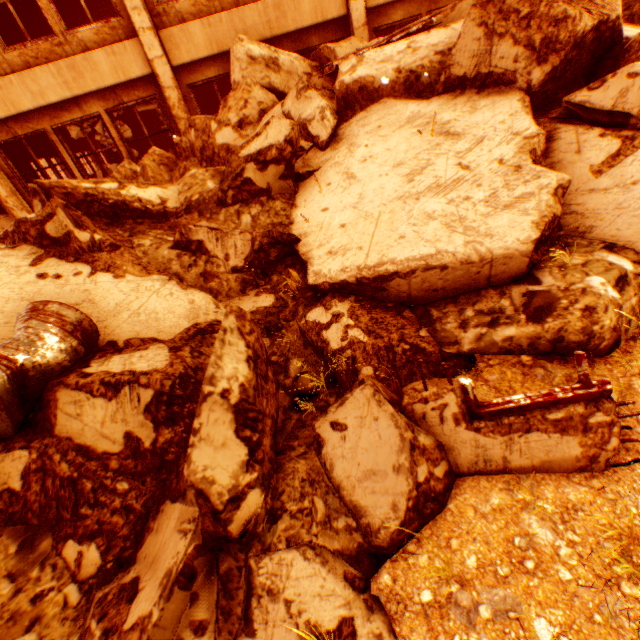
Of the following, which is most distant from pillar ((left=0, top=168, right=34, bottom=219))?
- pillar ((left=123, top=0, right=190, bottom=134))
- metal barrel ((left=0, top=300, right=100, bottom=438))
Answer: metal barrel ((left=0, top=300, right=100, bottom=438))

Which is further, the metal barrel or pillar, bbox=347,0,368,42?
pillar, bbox=347,0,368,42

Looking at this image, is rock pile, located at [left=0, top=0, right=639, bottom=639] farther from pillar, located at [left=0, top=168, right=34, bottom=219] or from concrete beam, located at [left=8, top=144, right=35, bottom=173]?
concrete beam, located at [left=8, top=144, right=35, bottom=173]

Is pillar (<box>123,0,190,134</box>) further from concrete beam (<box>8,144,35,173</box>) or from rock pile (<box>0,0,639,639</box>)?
concrete beam (<box>8,144,35,173</box>)

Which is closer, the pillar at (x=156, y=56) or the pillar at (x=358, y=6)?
the pillar at (x=156, y=56)

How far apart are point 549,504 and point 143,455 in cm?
250

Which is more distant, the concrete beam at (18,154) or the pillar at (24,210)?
the concrete beam at (18,154)

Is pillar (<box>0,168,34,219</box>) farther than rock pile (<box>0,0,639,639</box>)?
Yes
